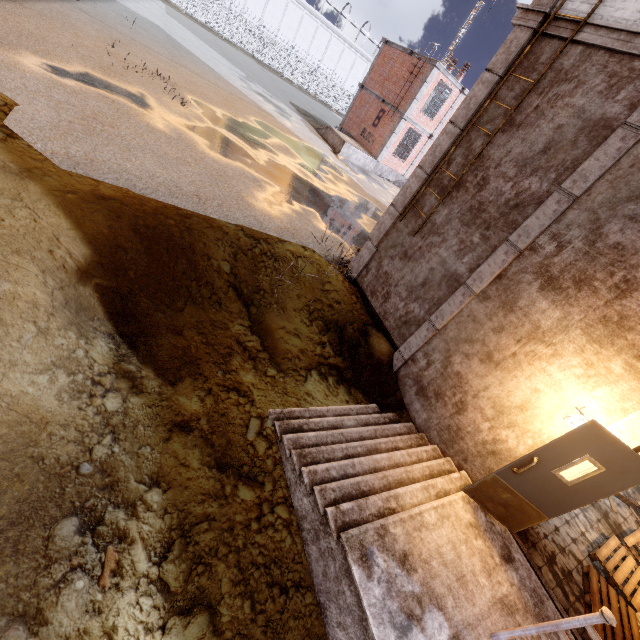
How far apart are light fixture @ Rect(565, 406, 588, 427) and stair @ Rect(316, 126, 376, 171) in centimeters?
2116cm

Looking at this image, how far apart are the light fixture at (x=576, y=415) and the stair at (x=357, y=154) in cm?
2116

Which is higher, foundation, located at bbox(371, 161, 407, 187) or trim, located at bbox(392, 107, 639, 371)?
trim, located at bbox(392, 107, 639, 371)

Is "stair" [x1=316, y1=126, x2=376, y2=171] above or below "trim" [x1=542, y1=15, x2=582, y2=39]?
below

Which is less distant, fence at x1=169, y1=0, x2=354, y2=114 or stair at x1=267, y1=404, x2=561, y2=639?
stair at x1=267, y1=404, x2=561, y2=639

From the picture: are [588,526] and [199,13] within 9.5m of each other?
no

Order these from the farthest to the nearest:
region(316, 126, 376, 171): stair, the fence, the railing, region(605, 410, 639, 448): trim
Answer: the fence
region(316, 126, 376, 171): stair
region(605, 410, 639, 448): trim
the railing

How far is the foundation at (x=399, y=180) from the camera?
23.34m
